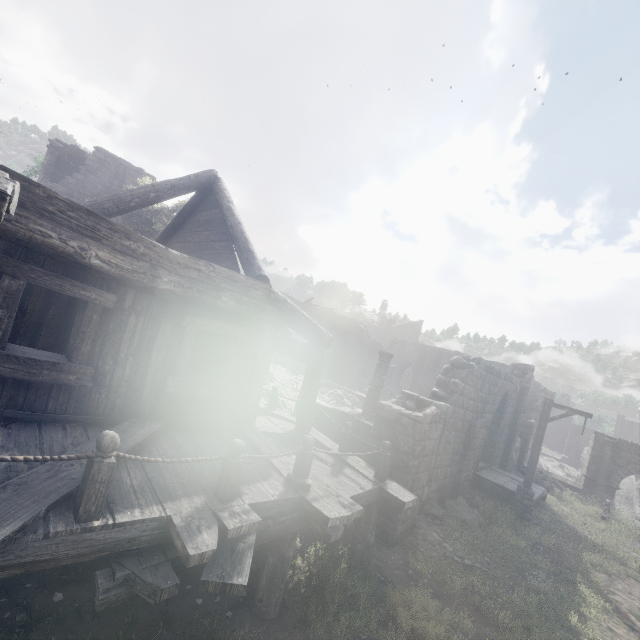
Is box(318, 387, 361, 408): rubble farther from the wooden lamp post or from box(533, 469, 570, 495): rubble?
the wooden lamp post

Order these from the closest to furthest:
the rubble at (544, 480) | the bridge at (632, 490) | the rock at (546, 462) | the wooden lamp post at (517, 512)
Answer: the wooden lamp post at (517, 512)
the rubble at (544, 480)
the bridge at (632, 490)
the rock at (546, 462)

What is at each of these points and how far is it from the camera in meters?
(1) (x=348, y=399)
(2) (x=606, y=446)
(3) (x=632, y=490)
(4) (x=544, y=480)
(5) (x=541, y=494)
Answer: (1) rubble, 23.0 m
(2) stone arch, 26.1 m
(3) bridge, 34.6 m
(4) rubble, 22.7 m
(5) building, 14.8 m

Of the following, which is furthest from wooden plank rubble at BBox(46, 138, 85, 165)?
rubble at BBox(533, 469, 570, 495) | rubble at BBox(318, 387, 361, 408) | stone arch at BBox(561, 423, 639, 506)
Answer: stone arch at BBox(561, 423, 639, 506)

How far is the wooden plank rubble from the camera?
22.0m

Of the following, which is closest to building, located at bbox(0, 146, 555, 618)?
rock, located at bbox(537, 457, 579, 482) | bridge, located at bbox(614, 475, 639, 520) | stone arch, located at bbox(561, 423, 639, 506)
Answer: stone arch, located at bbox(561, 423, 639, 506)

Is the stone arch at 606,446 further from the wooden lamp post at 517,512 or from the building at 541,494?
the wooden lamp post at 517,512

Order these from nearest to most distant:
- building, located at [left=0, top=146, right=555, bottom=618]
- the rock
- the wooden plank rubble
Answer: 1. building, located at [left=0, top=146, right=555, bottom=618]
2. the wooden plank rubble
3. the rock
